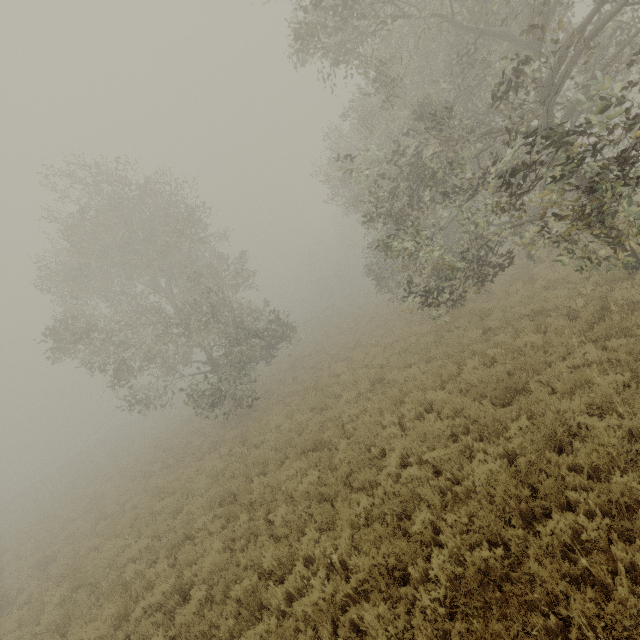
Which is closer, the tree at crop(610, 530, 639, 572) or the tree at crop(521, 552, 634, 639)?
the tree at crop(521, 552, 634, 639)

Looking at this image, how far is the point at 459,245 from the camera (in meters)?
12.74

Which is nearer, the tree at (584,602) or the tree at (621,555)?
the tree at (584,602)
